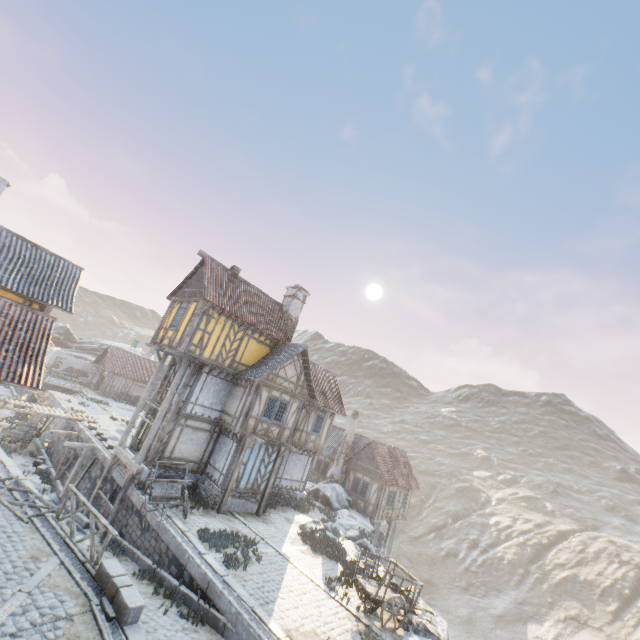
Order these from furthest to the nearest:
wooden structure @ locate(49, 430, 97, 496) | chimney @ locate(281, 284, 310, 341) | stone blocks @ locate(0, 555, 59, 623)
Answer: chimney @ locate(281, 284, 310, 341) → wooden structure @ locate(49, 430, 97, 496) → stone blocks @ locate(0, 555, 59, 623)

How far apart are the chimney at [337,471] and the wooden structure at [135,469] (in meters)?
17.70

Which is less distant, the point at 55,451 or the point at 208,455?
the point at 208,455

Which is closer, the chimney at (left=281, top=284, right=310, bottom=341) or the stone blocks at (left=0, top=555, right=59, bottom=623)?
the stone blocks at (left=0, top=555, right=59, bottom=623)

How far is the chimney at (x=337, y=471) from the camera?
29.8 meters

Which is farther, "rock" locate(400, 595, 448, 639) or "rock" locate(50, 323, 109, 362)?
"rock" locate(50, 323, 109, 362)

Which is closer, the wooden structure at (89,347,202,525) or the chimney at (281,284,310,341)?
the wooden structure at (89,347,202,525)

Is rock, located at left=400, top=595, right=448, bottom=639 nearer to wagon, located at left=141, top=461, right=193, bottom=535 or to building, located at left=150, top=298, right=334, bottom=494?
building, located at left=150, top=298, right=334, bottom=494
